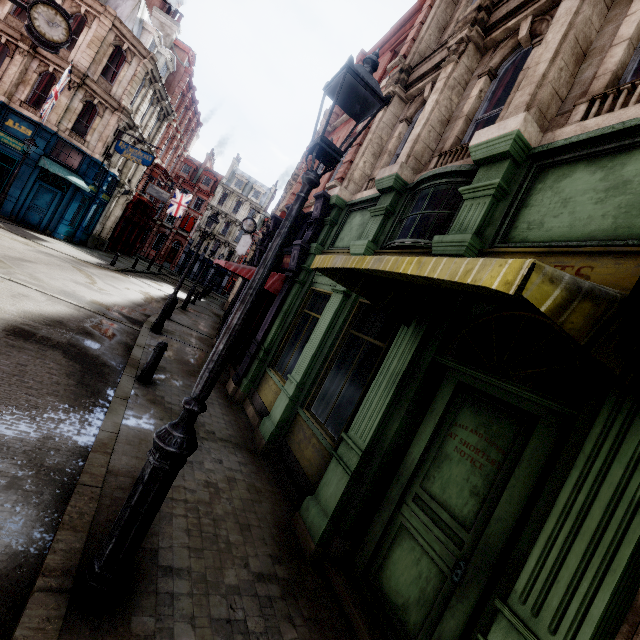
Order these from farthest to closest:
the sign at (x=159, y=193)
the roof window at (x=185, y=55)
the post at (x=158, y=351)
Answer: the roof window at (x=185, y=55) < the sign at (x=159, y=193) < the post at (x=158, y=351)

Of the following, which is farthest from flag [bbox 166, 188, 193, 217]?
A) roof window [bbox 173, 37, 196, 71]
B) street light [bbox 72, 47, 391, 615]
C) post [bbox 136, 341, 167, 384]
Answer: street light [bbox 72, 47, 391, 615]

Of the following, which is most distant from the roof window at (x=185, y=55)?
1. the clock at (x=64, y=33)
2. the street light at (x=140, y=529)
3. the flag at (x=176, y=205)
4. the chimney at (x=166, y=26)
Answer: → the street light at (x=140, y=529)

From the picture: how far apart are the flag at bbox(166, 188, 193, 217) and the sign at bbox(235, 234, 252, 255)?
7.56m

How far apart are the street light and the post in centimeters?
469cm

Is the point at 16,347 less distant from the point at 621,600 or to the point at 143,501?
the point at 143,501

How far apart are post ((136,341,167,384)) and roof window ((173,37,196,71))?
35.0 meters

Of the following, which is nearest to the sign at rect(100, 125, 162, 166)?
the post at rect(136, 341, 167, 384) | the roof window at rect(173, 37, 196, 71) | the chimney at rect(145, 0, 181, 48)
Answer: the chimney at rect(145, 0, 181, 48)
